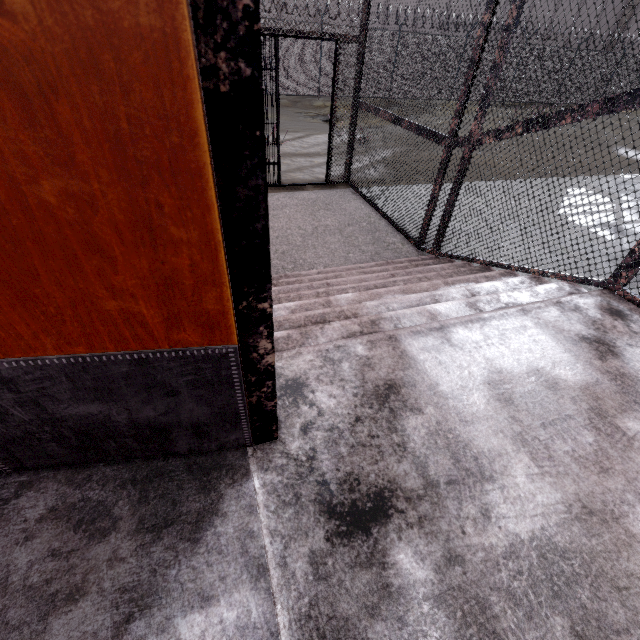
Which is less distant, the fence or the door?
the door

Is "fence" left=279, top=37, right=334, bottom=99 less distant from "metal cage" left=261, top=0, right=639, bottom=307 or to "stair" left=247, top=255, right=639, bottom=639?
"metal cage" left=261, top=0, right=639, bottom=307

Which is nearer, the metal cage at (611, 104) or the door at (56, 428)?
the door at (56, 428)

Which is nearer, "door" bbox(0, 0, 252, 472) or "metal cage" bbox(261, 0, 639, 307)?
"door" bbox(0, 0, 252, 472)

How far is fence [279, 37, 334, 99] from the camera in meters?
14.8

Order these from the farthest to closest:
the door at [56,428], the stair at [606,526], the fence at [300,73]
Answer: the fence at [300,73]
the stair at [606,526]
the door at [56,428]

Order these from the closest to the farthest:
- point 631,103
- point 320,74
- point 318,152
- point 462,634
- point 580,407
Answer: point 462,634 < point 580,407 < point 631,103 < point 318,152 < point 320,74

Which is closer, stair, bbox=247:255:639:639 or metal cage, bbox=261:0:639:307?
stair, bbox=247:255:639:639
